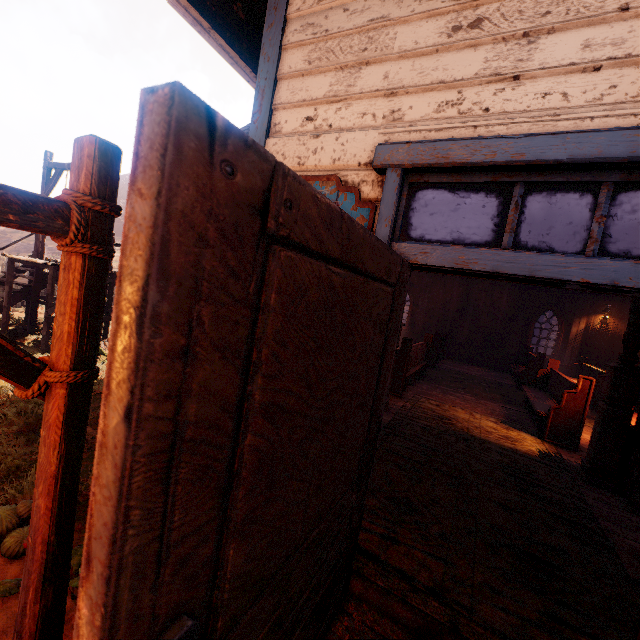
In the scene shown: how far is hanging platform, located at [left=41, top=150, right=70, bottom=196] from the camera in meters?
9.1

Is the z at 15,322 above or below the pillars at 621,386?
below

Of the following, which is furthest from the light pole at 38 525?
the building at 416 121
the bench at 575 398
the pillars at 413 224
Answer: the bench at 575 398

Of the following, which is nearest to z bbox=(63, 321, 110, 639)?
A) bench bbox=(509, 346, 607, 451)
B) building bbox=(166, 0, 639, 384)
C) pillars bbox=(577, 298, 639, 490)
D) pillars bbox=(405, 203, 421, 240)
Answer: building bbox=(166, 0, 639, 384)

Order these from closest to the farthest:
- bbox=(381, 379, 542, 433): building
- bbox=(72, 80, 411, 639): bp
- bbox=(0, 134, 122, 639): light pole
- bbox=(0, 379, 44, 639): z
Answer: bbox=(72, 80, 411, 639): bp → bbox=(0, 134, 122, 639): light pole → bbox=(0, 379, 44, 639): z → bbox=(381, 379, 542, 433): building

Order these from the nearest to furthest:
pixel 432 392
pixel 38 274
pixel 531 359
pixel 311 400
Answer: pixel 311 400
pixel 432 392
pixel 38 274
pixel 531 359

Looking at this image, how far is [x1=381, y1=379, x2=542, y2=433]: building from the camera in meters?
6.5 m

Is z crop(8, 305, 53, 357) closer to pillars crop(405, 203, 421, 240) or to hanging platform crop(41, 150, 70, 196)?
hanging platform crop(41, 150, 70, 196)
